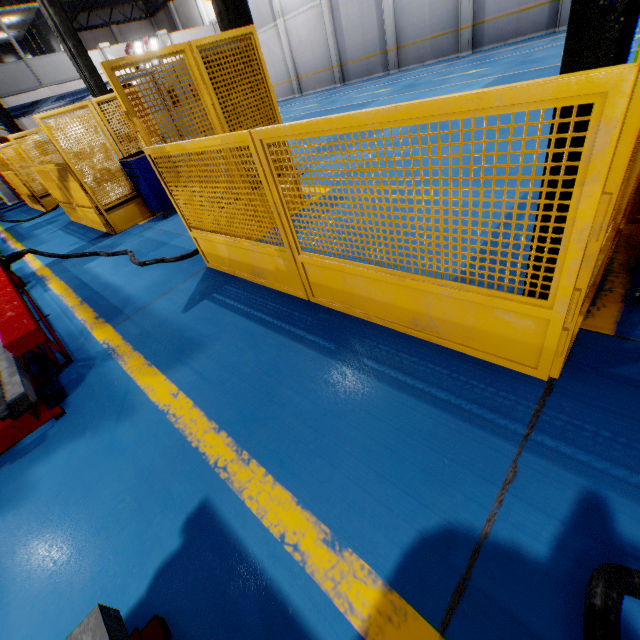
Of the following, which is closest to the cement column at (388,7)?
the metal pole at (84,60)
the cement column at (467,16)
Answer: the cement column at (467,16)

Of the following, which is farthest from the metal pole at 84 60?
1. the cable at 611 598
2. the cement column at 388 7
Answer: the cement column at 388 7

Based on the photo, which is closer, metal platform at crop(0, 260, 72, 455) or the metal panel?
the metal panel

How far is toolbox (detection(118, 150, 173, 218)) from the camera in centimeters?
621cm

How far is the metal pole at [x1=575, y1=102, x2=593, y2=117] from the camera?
1.3 meters

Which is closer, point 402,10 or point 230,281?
point 230,281

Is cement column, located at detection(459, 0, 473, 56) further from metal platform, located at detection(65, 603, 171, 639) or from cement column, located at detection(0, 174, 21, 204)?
cement column, located at detection(0, 174, 21, 204)

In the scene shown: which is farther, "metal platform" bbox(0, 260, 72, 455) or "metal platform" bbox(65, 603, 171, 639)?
"metal platform" bbox(0, 260, 72, 455)
